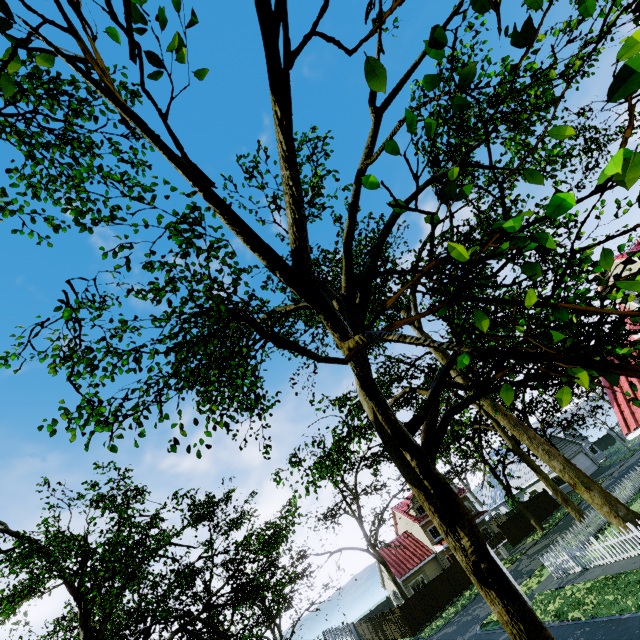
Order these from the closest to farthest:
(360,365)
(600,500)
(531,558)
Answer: (360,365)
(600,500)
(531,558)

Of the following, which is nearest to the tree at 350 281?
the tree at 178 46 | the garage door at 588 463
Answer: the tree at 178 46

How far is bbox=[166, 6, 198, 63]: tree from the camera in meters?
1.8

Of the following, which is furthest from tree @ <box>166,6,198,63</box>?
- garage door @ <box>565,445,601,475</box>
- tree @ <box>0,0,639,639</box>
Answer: garage door @ <box>565,445,601,475</box>

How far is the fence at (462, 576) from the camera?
30.2m

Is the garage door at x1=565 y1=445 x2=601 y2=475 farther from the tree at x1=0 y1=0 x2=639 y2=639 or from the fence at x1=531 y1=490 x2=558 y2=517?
the fence at x1=531 y1=490 x2=558 y2=517

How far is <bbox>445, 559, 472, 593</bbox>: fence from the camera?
30.2m
